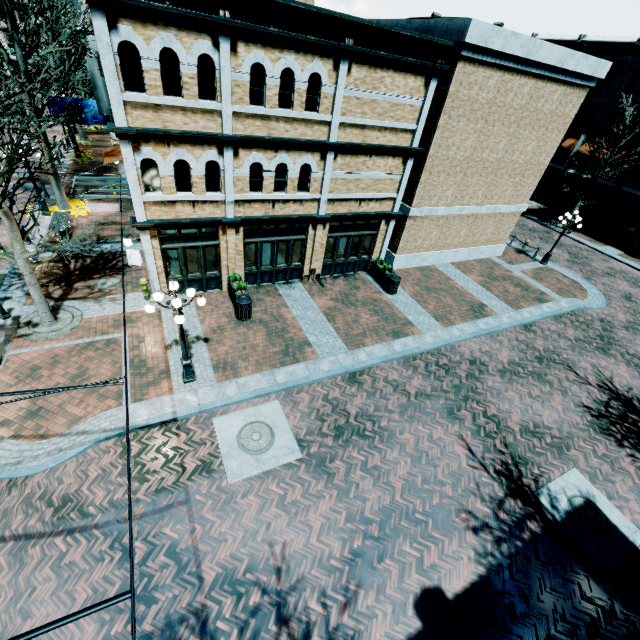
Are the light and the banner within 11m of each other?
no

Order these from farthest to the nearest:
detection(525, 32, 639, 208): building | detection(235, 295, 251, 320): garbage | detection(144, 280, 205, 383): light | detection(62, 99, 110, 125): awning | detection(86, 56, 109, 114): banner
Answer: detection(525, 32, 639, 208): building, detection(62, 99, 110, 125): awning, detection(86, 56, 109, 114): banner, detection(235, 295, 251, 320): garbage, detection(144, 280, 205, 383): light

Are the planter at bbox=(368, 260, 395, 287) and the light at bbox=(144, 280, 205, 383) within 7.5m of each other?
no

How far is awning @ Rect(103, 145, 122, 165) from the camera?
16.02m

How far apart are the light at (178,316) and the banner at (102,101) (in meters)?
19.43

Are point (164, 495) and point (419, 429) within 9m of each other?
yes

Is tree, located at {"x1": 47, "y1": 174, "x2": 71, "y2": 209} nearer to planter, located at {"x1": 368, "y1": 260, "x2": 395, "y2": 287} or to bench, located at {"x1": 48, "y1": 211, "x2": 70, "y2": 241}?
bench, located at {"x1": 48, "y1": 211, "x2": 70, "y2": 241}

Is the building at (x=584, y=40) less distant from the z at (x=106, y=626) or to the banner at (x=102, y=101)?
the z at (x=106, y=626)
